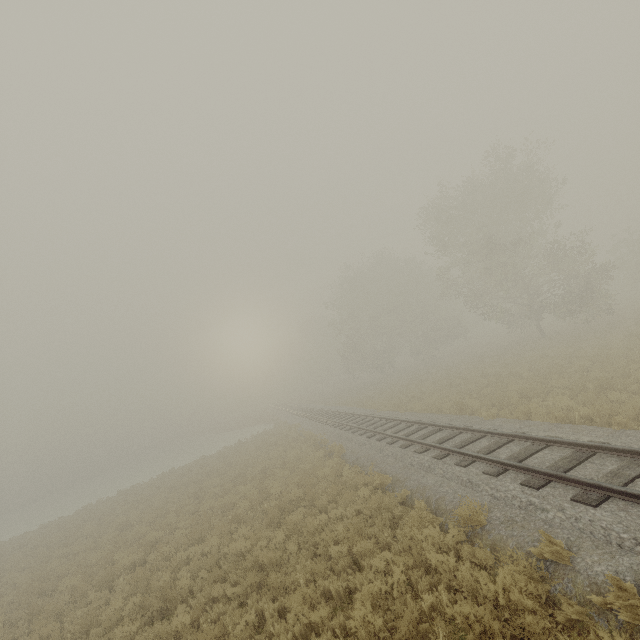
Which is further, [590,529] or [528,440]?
[528,440]
